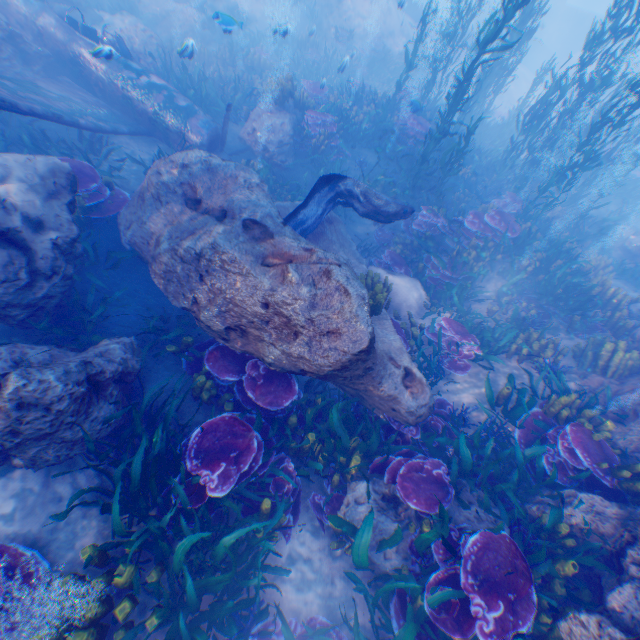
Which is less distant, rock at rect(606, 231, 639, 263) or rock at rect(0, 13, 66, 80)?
rock at rect(0, 13, 66, 80)

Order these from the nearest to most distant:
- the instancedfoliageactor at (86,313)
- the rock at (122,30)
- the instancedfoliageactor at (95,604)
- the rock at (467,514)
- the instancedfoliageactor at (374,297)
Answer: the instancedfoliageactor at (95,604) < the rock at (467,514) < the instancedfoliageactor at (86,313) < the instancedfoliageactor at (374,297) < the rock at (122,30)

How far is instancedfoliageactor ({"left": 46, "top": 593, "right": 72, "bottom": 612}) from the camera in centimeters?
324cm

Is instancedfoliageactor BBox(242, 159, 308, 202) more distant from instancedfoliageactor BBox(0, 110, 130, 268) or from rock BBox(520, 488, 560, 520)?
instancedfoliageactor BBox(0, 110, 130, 268)

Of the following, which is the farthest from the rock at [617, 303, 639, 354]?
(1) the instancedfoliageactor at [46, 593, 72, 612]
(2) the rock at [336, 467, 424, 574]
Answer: (1) the instancedfoliageactor at [46, 593, 72, 612]

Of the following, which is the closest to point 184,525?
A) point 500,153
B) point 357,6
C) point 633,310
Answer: point 633,310

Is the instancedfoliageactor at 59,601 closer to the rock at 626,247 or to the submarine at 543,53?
the rock at 626,247

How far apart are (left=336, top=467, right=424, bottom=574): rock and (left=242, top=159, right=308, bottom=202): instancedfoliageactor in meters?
7.2 m
